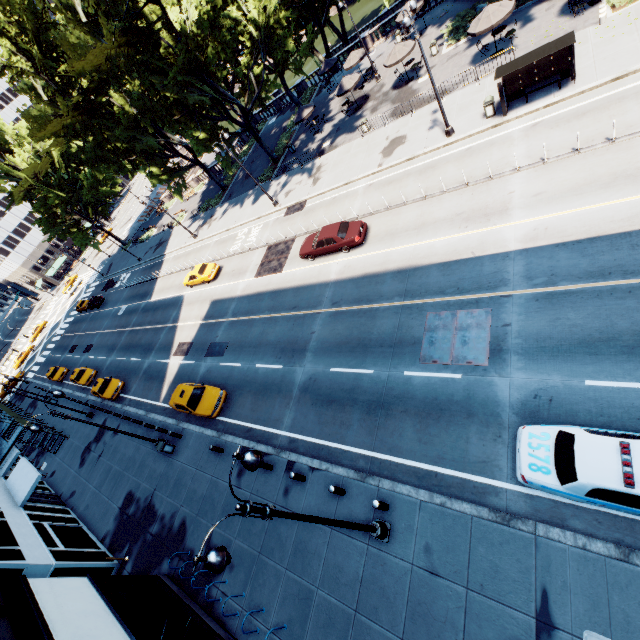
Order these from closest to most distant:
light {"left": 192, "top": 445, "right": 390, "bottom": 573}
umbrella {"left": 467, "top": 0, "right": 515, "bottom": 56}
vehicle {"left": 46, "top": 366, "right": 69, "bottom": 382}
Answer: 1. light {"left": 192, "top": 445, "right": 390, "bottom": 573}
2. umbrella {"left": 467, "top": 0, "right": 515, "bottom": 56}
3. vehicle {"left": 46, "top": 366, "right": 69, "bottom": 382}

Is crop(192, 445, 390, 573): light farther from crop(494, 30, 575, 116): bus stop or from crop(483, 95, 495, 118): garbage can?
crop(483, 95, 495, 118): garbage can

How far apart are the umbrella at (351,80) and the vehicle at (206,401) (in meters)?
28.35

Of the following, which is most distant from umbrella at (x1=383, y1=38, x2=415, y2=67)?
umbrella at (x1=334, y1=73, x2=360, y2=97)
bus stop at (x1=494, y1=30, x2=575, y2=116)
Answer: bus stop at (x1=494, y1=30, x2=575, y2=116)

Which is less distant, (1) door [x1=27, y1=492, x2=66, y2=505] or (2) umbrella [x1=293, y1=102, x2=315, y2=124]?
(1) door [x1=27, y1=492, x2=66, y2=505]

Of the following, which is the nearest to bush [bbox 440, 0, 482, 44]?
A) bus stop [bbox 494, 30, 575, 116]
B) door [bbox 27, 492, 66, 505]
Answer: bus stop [bbox 494, 30, 575, 116]

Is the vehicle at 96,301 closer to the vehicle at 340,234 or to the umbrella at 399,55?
the vehicle at 340,234

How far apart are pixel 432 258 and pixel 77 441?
34.3m
